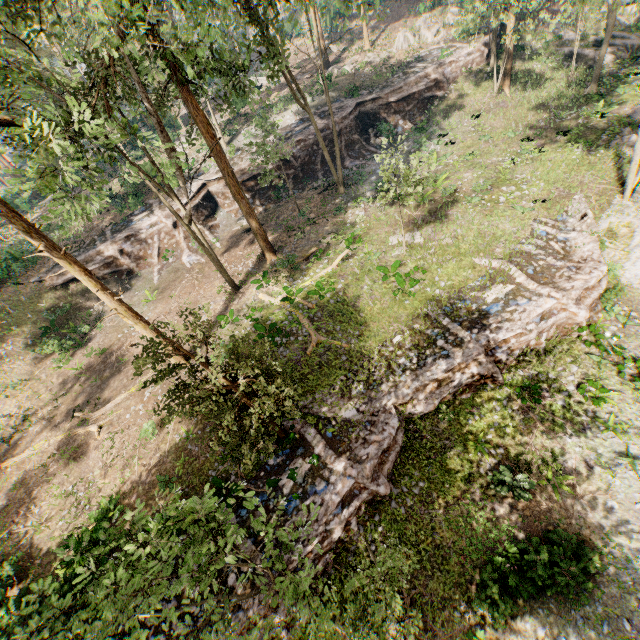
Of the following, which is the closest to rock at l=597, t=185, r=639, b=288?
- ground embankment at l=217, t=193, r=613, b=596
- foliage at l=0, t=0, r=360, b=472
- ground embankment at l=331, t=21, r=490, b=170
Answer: ground embankment at l=217, t=193, r=613, b=596

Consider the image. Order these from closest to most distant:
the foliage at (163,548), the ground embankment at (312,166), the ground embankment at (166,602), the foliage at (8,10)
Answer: the foliage at (163,548)
the foliage at (8,10)
the ground embankment at (166,602)
the ground embankment at (312,166)

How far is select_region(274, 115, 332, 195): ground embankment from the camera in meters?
28.9

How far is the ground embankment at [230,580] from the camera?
11.4 meters

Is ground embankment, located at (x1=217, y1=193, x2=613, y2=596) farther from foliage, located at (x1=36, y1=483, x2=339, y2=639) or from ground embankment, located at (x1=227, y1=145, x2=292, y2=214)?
ground embankment, located at (x1=227, y1=145, x2=292, y2=214)

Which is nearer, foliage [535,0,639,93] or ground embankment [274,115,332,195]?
foliage [535,0,639,93]

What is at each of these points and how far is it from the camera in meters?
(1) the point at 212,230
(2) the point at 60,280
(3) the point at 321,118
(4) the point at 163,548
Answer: (1) ground embankment, 28.6
(2) ground embankment, 26.1
(3) ground embankment, 30.0
(4) foliage, 7.9
